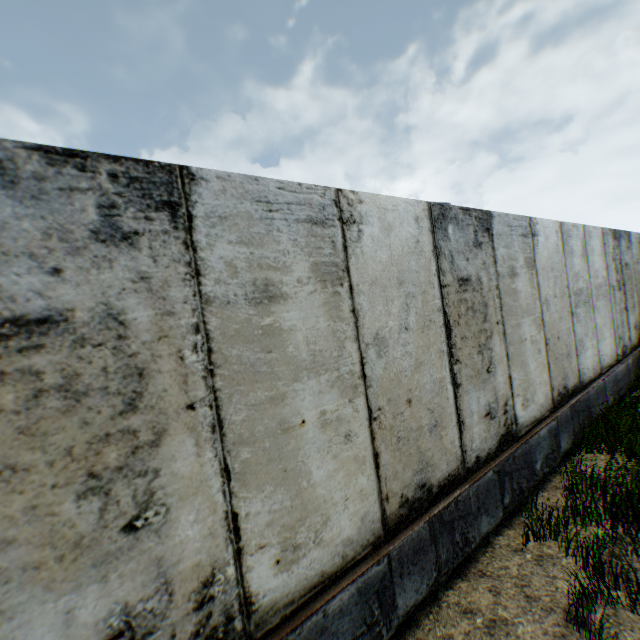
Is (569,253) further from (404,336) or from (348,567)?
(348,567)
